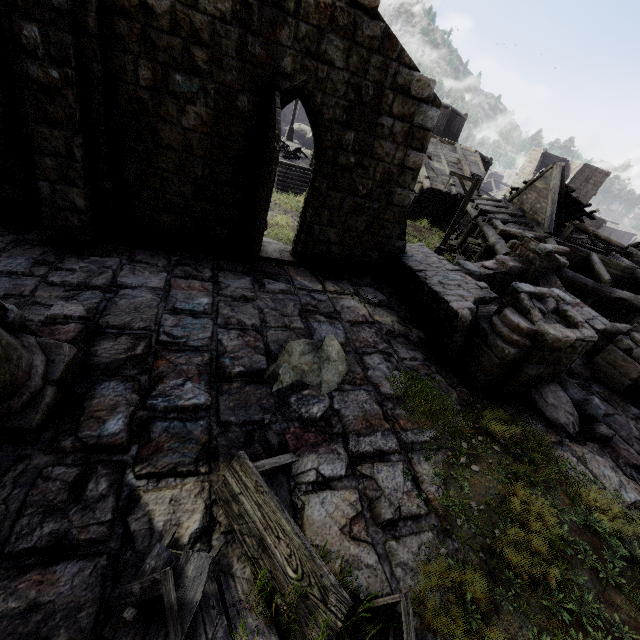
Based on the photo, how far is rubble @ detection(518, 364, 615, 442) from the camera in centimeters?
657cm

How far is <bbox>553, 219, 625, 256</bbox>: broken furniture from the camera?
16.3 meters

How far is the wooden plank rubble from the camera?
19.8 meters

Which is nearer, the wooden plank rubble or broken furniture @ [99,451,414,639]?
broken furniture @ [99,451,414,639]

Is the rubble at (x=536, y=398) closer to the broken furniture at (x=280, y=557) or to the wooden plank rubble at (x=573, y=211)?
the broken furniture at (x=280, y=557)

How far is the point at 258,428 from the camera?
4.61m

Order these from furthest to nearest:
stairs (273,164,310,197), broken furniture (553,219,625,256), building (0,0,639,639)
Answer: stairs (273,164,310,197) < broken furniture (553,219,625,256) < building (0,0,639,639)

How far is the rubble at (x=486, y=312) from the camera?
8.53m
